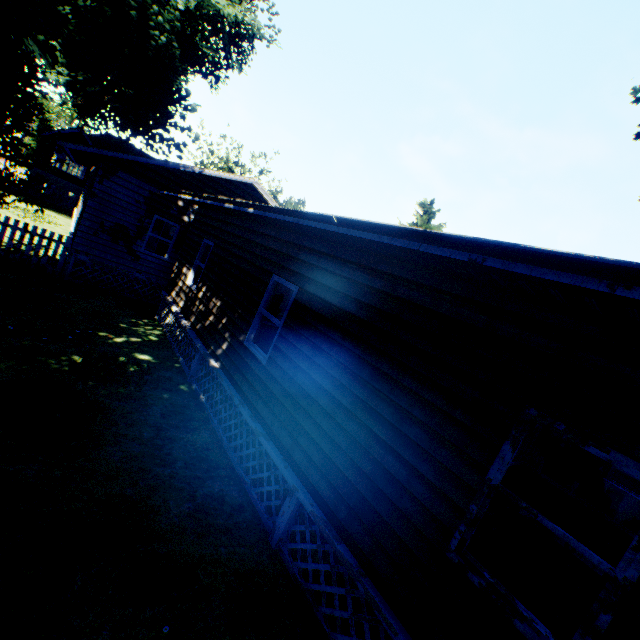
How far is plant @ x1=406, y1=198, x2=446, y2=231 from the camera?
25.88m

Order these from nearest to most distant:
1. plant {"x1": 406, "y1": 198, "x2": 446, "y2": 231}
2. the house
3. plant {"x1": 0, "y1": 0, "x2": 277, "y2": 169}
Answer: the house
plant {"x1": 0, "y1": 0, "x2": 277, "y2": 169}
plant {"x1": 406, "y1": 198, "x2": 446, "y2": 231}

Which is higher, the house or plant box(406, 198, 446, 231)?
plant box(406, 198, 446, 231)

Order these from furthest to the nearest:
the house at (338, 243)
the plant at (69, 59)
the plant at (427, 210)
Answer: the plant at (427, 210)
the plant at (69, 59)
the house at (338, 243)

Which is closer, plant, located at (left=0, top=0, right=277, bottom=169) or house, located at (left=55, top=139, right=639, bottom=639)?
house, located at (left=55, top=139, right=639, bottom=639)

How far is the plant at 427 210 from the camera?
25.9m

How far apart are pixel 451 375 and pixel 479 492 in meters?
1.1 m
